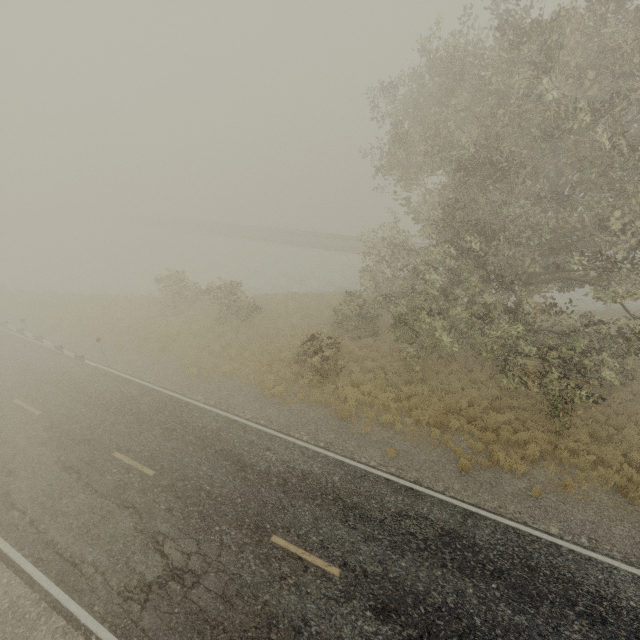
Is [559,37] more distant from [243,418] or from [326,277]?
[326,277]
